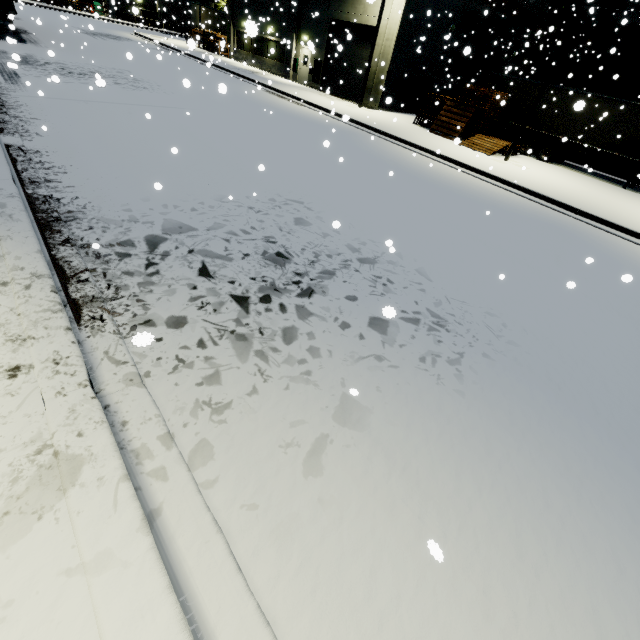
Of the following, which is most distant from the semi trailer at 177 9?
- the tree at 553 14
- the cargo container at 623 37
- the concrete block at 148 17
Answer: the tree at 553 14

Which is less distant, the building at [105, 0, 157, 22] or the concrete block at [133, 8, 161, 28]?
the building at [105, 0, 157, 22]

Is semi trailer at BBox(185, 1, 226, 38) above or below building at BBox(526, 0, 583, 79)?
below

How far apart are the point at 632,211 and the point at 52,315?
19.11m

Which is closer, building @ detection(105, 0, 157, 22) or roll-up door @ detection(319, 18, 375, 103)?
roll-up door @ detection(319, 18, 375, 103)

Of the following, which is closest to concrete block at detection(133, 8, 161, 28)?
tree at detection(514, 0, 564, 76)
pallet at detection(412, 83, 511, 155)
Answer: pallet at detection(412, 83, 511, 155)

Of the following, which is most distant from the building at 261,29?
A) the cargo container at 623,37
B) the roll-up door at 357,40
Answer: the cargo container at 623,37

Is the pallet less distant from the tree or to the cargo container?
the cargo container
